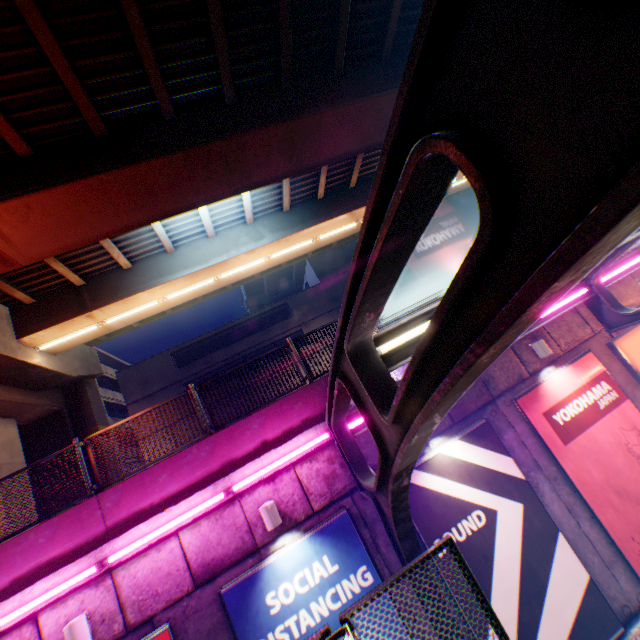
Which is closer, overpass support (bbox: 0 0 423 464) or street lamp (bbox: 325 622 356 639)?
street lamp (bbox: 325 622 356 639)

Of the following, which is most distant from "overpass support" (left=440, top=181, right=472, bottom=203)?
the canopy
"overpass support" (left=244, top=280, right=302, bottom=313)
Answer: the canopy

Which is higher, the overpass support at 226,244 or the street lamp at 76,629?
the overpass support at 226,244

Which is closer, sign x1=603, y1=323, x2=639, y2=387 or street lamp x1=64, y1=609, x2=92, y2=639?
street lamp x1=64, y1=609, x2=92, y2=639

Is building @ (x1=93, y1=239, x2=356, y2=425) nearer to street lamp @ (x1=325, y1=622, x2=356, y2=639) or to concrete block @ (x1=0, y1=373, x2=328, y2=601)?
concrete block @ (x1=0, y1=373, x2=328, y2=601)

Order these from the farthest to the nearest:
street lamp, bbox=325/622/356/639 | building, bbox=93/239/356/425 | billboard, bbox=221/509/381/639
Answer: building, bbox=93/239/356/425, billboard, bbox=221/509/381/639, street lamp, bbox=325/622/356/639

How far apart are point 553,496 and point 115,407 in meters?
37.0

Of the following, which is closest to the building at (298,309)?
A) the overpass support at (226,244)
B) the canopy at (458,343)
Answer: the overpass support at (226,244)
